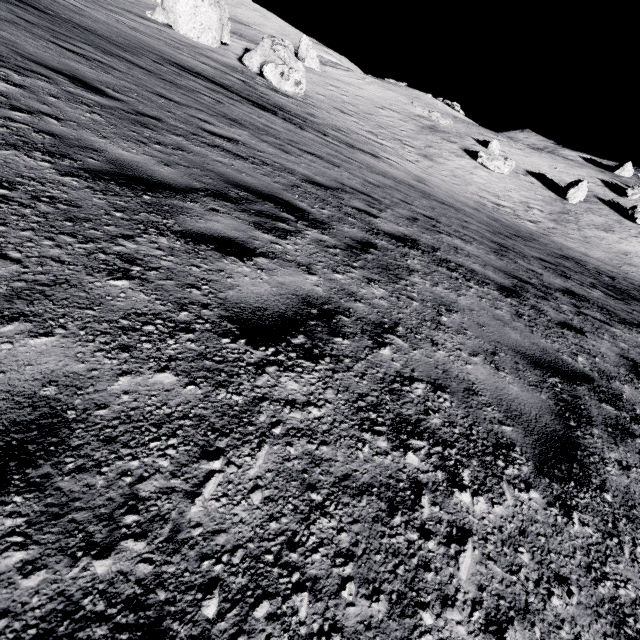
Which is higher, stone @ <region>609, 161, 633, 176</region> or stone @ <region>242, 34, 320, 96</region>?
stone @ <region>609, 161, 633, 176</region>

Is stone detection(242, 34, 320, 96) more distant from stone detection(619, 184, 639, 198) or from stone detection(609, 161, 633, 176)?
stone detection(609, 161, 633, 176)

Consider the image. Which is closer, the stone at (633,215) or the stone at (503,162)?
the stone at (503,162)

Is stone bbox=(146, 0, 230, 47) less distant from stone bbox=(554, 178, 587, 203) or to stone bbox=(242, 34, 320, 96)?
stone bbox=(242, 34, 320, 96)

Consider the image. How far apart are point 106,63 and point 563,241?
29.0m

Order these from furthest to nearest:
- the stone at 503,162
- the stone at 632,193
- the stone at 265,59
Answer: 1. the stone at 632,193
2. the stone at 503,162
3. the stone at 265,59

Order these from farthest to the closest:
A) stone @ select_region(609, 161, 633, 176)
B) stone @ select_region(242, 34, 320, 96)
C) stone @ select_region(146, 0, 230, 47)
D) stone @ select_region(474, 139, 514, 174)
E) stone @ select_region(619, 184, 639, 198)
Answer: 1. stone @ select_region(609, 161, 633, 176)
2. stone @ select_region(619, 184, 639, 198)
3. stone @ select_region(474, 139, 514, 174)
4. stone @ select_region(146, 0, 230, 47)
5. stone @ select_region(242, 34, 320, 96)

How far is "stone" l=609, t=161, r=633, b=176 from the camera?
51.69m
